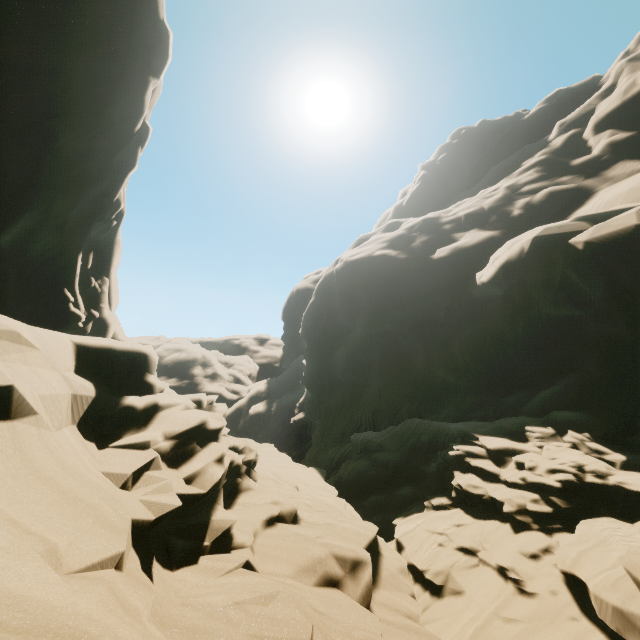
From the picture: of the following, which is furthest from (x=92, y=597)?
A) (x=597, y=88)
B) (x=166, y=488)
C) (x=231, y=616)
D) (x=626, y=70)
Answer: (x=597, y=88)
